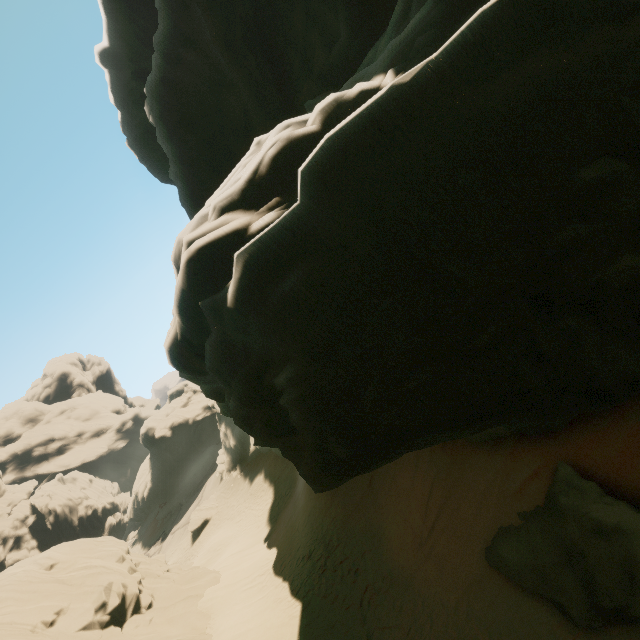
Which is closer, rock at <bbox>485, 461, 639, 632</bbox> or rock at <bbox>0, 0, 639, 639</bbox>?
rock at <bbox>0, 0, 639, 639</bbox>

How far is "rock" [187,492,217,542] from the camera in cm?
3178

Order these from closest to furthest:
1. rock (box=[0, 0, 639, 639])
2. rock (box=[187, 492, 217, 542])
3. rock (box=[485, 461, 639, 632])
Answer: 1. rock (box=[0, 0, 639, 639])
2. rock (box=[485, 461, 639, 632])
3. rock (box=[187, 492, 217, 542])

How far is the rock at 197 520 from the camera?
31.78m

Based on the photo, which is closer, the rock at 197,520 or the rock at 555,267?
the rock at 555,267

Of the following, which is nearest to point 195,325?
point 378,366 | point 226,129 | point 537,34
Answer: point 378,366

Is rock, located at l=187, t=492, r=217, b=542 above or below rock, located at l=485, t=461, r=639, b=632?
below
